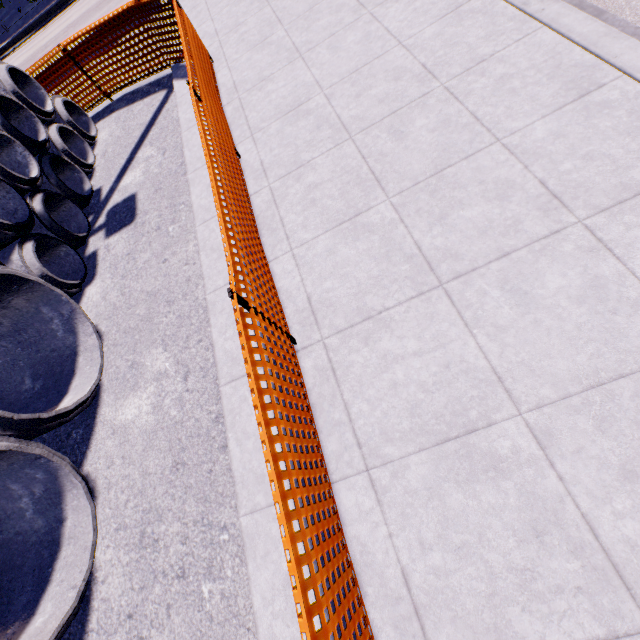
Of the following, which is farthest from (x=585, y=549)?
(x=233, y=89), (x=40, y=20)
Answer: (x=40, y=20)
